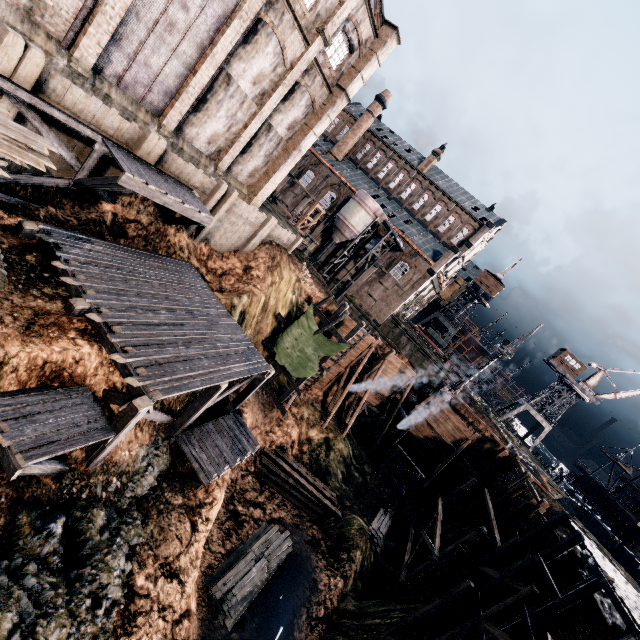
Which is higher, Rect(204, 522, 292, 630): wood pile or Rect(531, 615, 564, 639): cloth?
Rect(531, 615, 564, 639): cloth

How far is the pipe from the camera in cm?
3375

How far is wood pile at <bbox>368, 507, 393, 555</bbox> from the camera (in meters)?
25.41

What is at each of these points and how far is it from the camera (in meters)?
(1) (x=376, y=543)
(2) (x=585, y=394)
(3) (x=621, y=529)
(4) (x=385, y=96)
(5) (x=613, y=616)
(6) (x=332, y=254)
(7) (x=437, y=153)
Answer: (1) wood pile, 25.41
(2) crane, 56.91
(3) ship, 43.81
(4) chimney, 55.28
(5) stone debris, 17.23
(6) building, 54.28
(7) chimney, 54.06

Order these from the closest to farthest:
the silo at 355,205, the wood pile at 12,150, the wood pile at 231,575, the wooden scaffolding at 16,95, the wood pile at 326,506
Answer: the wood pile at 12,150 < the wooden scaffolding at 16,95 < the wood pile at 231,575 < the wood pile at 326,506 < the silo at 355,205

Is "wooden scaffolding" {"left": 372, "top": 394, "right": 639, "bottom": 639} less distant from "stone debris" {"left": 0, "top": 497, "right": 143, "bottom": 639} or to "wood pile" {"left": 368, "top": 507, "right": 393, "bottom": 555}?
"wood pile" {"left": 368, "top": 507, "right": 393, "bottom": 555}

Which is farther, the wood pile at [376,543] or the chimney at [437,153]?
the chimney at [437,153]

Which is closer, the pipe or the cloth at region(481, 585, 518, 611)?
the cloth at region(481, 585, 518, 611)
